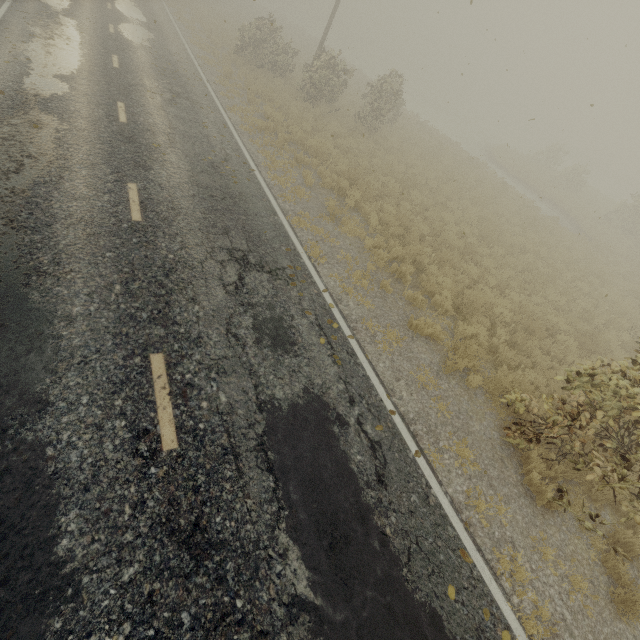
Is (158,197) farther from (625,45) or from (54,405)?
(625,45)

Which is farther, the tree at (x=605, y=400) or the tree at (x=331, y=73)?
the tree at (x=331, y=73)

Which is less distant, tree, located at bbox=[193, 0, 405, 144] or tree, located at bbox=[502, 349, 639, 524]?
tree, located at bbox=[502, 349, 639, 524]
